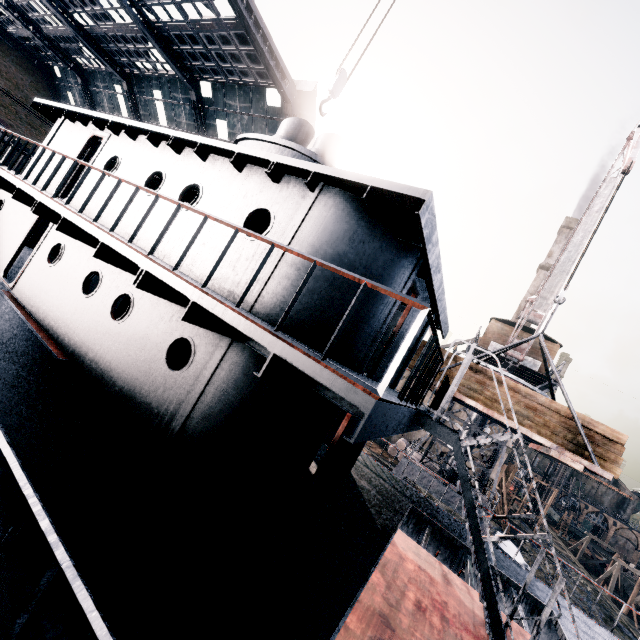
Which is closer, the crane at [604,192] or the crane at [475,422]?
the crane at [604,192]

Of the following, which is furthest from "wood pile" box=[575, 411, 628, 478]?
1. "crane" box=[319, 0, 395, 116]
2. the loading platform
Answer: "crane" box=[319, 0, 395, 116]

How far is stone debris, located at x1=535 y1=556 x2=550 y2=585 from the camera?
31.72m

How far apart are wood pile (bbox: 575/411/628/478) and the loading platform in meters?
0.0

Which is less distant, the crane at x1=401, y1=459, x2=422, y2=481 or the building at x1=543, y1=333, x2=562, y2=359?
the crane at x1=401, y1=459, x2=422, y2=481

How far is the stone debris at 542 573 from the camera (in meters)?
31.72

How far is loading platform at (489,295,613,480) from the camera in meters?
8.9

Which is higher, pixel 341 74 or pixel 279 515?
pixel 341 74
